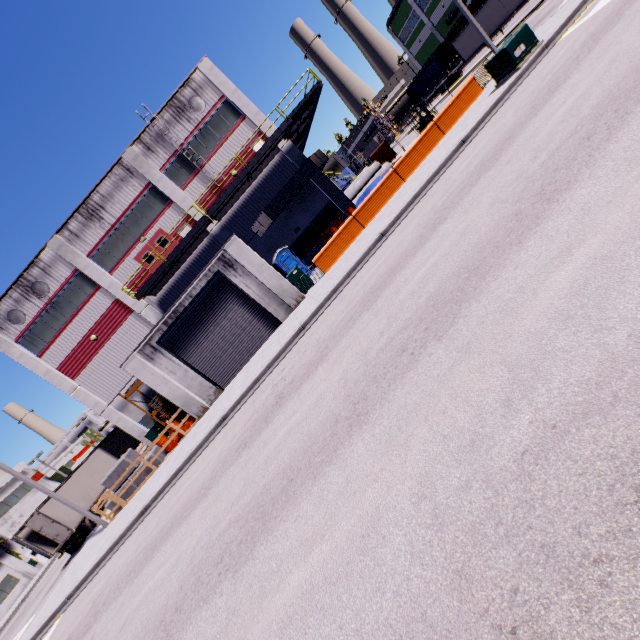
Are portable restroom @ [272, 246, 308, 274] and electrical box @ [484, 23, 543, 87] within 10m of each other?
no

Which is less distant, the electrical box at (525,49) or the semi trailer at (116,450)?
the electrical box at (525,49)

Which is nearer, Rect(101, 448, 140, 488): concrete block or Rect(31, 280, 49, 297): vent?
Rect(101, 448, 140, 488): concrete block

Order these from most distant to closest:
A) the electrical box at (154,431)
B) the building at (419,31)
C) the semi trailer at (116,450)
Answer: the building at (419,31) → the electrical box at (154,431) → the semi trailer at (116,450)

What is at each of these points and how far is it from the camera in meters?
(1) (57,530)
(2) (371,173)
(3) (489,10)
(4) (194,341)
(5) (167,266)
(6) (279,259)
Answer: (1) semi trailer door, 21.4 m
(2) concrete pipe, 28.7 m
(3) semi trailer, 32.8 m
(4) roll-up door, 17.3 m
(5) balcony, 20.7 m
(6) portable restroom, 23.1 m

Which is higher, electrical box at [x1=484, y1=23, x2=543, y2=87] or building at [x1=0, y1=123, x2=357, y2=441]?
building at [x1=0, y1=123, x2=357, y2=441]

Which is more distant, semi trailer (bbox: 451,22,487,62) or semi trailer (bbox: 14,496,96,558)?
semi trailer (bbox: 451,22,487,62)

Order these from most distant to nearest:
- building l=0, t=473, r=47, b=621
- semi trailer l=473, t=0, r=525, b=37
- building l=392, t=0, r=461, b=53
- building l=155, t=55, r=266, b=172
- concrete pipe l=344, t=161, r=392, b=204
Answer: building l=392, t=0, r=461, b=53 < building l=0, t=473, r=47, b=621 < semi trailer l=473, t=0, r=525, b=37 < concrete pipe l=344, t=161, r=392, b=204 < building l=155, t=55, r=266, b=172
